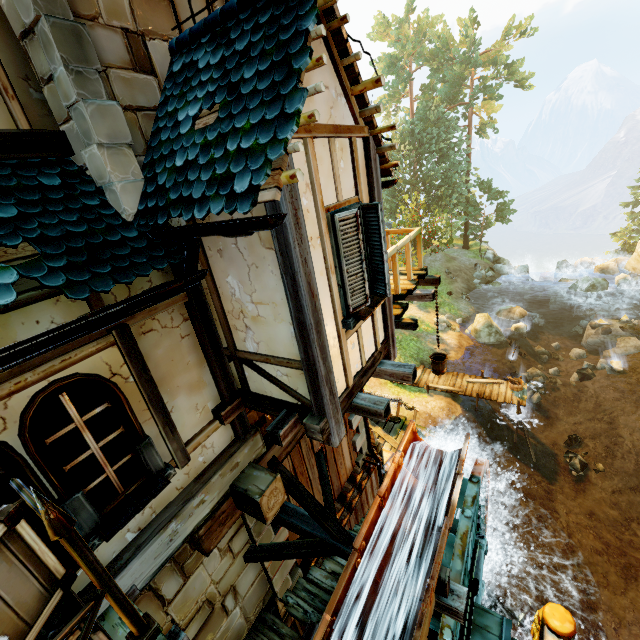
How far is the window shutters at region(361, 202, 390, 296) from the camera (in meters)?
3.77

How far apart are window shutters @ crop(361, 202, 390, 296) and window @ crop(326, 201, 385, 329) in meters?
0.0 m

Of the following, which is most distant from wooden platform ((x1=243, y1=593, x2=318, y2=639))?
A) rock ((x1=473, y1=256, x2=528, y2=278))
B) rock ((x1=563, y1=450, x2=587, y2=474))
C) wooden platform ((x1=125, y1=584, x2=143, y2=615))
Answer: rock ((x1=473, y1=256, x2=528, y2=278))

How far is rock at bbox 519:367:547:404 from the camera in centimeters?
1775cm

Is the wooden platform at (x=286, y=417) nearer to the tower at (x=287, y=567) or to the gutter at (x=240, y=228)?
the tower at (x=287, y=567)

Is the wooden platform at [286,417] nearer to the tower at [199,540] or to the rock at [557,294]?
the tower at [199,540]

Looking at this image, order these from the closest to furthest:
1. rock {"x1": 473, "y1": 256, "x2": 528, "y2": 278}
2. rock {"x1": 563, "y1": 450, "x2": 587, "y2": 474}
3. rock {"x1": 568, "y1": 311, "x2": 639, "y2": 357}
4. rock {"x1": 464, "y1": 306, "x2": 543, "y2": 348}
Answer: rock {"x1": 563, "y1": 450, "x2": 587, "y2": 474} → rock {"x1": 568, "y1": 311, "x2": 639, "y2": 357} → rock {"x1": 464, "y1": 306, "x2": 543, "y2": 348} → rock {"x1": 473, "y1": 256, "x2": 528, "y2": 278}

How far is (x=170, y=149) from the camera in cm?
342
